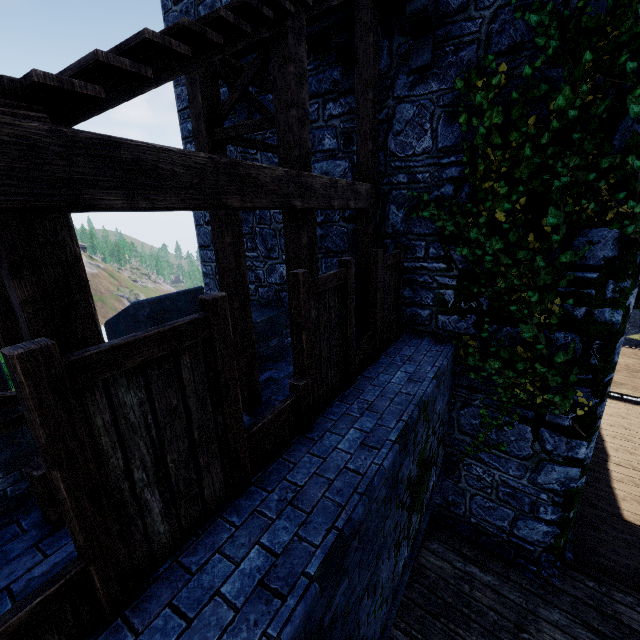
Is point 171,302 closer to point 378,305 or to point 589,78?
point 378,305

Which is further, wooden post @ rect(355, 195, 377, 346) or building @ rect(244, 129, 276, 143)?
building @ rect(244, 129, 276, 143)

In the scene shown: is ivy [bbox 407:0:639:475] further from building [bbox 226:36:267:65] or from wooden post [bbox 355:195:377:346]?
wooden post [bbox 355:195:377:346]

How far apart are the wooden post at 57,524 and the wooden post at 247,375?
2.3 meters

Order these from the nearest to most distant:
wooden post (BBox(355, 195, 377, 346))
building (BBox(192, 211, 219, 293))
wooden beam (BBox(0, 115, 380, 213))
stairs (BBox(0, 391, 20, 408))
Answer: wooden beam (BBox(0, 115, 380, 213))
stairs (BBox(0, 391, 20, 408))
wooden post (BBox(355, 195, 377, 346))
building (BBox(192, 211, 219, 293))

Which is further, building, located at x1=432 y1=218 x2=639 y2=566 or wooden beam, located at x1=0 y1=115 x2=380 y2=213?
building, located at x1=432 y1=218 x2=639 y2=566

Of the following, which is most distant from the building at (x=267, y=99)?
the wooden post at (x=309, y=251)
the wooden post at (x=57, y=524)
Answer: the wooden post at (x=57, y=524)

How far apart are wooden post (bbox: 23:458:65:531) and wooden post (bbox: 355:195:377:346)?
4.5 meters
